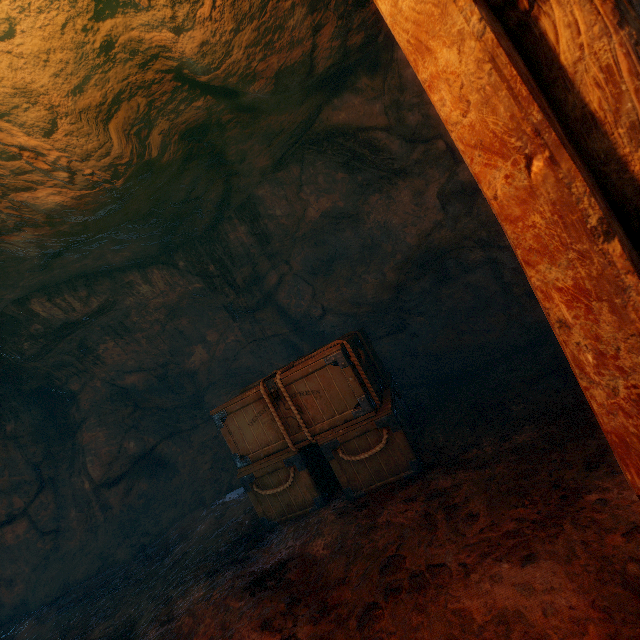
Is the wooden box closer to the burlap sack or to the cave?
the burlap sack

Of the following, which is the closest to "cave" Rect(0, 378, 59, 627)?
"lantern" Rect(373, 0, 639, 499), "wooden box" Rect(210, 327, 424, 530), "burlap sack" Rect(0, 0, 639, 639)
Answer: "burlap sack" Rect(0, 0, 639, 639)

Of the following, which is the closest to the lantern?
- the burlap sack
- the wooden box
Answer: the burlap sack

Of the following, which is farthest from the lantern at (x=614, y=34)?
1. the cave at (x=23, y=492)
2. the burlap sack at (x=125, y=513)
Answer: the cave at (x=23, y=492)

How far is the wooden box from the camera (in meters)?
3.68

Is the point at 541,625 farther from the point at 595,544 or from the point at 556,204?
the point at 556,204

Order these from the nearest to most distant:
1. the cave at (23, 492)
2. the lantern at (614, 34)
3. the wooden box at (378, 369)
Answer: the lantern at (614, 34) < the wooden box at (378, 369) < the cave at (23, 492)

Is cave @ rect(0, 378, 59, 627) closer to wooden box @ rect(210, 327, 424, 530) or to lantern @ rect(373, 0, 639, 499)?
wooden box @ rect(210, 327, 424, 530)
